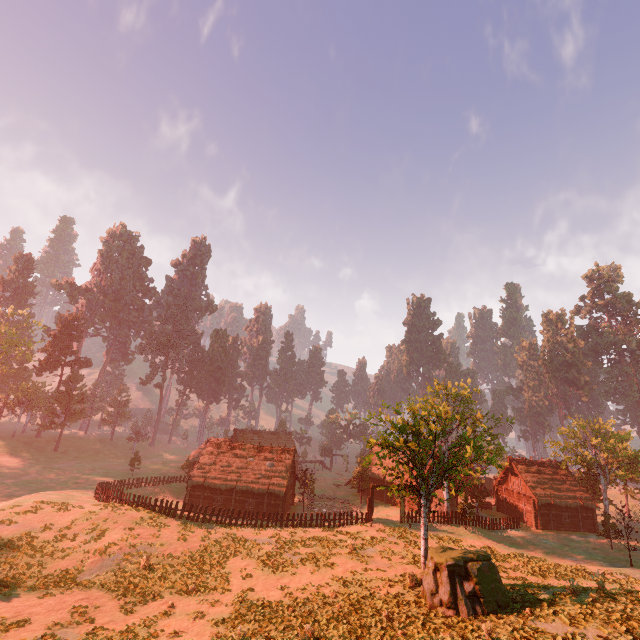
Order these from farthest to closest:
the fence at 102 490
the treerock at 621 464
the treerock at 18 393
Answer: the treerock at 18 393 < the treerock at 621 464 < the fence at 102 490

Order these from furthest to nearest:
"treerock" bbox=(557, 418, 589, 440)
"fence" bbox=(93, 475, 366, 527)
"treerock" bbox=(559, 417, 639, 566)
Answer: "treerock" bbox=(557, 418, 589, 440)
"treerock" bbox=(559, 417, 639, 566)
"fence" bbox=(93, 475, 366, 527)

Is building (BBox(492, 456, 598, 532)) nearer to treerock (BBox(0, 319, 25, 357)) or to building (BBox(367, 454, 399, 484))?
treerock (BBox(0, 319, 25, 357))

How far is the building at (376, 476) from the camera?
47.4m

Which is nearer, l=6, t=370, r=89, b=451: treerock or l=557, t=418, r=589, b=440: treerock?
l=557, t=418, r=589, b=440: treerock

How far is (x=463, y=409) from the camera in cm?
4103

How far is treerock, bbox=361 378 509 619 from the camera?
14.57m
